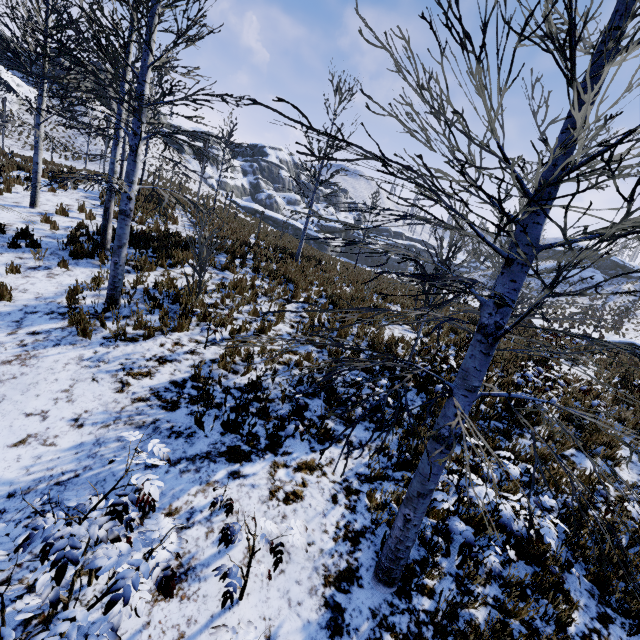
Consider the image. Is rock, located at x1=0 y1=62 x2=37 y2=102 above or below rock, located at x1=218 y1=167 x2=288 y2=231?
above

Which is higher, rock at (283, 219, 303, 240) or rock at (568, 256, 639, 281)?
rock at (568, 256, 639, 281)

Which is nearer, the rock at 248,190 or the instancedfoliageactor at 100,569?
the instancedfoliageactor at 100,569

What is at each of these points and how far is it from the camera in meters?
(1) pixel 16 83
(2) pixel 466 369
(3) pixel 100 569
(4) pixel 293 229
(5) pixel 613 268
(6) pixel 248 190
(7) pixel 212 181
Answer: (1) rock, 36.7
(2) instancedfoliageactor, 3.0
(3) instancedfoliageactor, 2.6
(4) rock, 52.4
(5) rock, 48.5
(6) rock, 59.7
(7) rock, 53.0

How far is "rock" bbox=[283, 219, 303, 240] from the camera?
52.3 meters

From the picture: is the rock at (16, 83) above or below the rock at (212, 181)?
above

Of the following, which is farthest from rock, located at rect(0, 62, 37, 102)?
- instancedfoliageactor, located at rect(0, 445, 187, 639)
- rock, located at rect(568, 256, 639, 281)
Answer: instancedfoliageactor, located at rect(0, 445, 187, 639)

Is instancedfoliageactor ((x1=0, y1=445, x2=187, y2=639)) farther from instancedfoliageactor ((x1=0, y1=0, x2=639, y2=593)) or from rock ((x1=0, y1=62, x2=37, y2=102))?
rock ((x1=0, y1=62, x2=37, y2=102))
